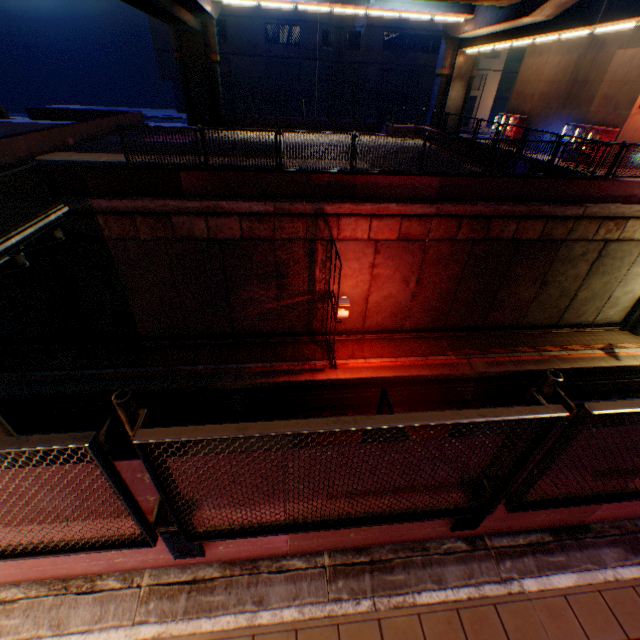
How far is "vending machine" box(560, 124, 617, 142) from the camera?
19.03m

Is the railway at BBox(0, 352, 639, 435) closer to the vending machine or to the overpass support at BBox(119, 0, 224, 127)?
the overpass support at BBox(119, 0, 224, 127)

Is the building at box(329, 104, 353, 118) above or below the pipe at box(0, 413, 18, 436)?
above

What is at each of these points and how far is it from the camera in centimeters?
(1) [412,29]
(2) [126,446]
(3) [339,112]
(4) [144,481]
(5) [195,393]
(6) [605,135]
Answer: (1) building, 3403cm
(2) railway, 1165cm
(3) building, 3959cm
(4) concrete block, 254cm
(5) railway, 1286cm
(6) vending machine, 1906cm

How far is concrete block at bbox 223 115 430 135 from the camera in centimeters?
2709cm

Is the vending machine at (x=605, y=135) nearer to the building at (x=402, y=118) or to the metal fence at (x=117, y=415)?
the metal fence at (x=117, y=415)

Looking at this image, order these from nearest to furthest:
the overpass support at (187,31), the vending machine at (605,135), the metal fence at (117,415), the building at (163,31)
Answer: the metal fence at (117,415), the overpass support at (187,31), the vending machine at (605,135), the building at (163,31)

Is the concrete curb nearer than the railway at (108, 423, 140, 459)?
Yes
